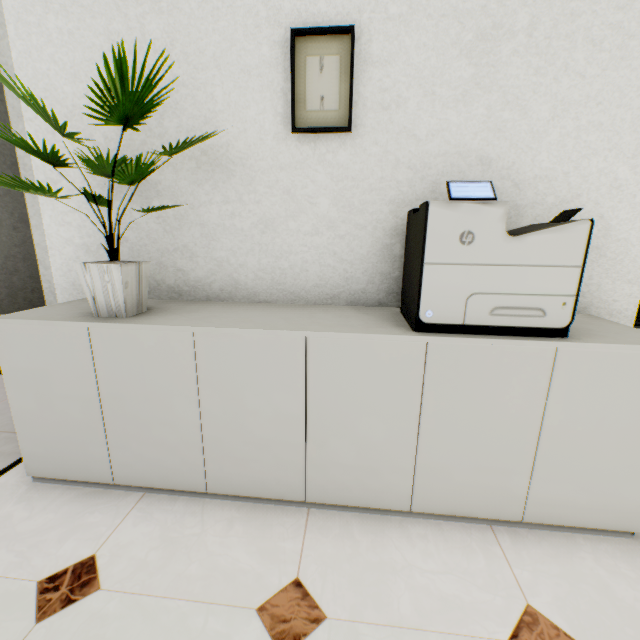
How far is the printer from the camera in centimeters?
106cm

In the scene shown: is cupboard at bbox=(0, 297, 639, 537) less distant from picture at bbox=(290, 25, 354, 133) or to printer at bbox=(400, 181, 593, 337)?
printer at bbox=(400, 181, 593, 337)

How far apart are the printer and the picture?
0.5 meters

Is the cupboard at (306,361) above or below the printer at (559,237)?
below

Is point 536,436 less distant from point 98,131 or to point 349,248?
point 349,248

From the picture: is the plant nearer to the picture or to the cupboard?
the cupboard

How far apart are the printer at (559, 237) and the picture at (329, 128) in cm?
49

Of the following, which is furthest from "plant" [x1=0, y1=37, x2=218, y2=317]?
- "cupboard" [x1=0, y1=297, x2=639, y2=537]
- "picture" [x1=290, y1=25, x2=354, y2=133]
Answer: "picture" [x1=290, y1=25, x2=354, y2=133]
